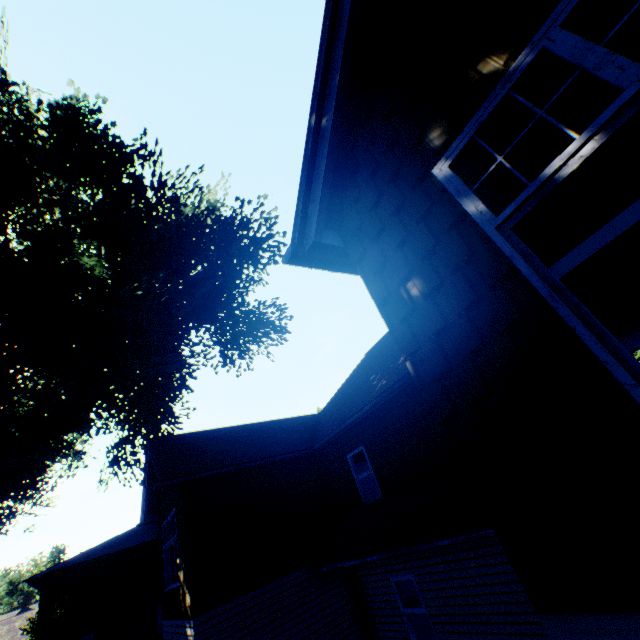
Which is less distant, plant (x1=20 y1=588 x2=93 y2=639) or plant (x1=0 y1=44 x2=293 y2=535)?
plant (x1=0 y1=44 x2=293 y2=535)

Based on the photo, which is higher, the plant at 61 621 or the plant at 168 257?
the plant at 168 257

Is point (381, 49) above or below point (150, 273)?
below

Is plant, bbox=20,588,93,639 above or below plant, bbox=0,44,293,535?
below

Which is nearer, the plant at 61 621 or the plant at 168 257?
the plant at 168 257
